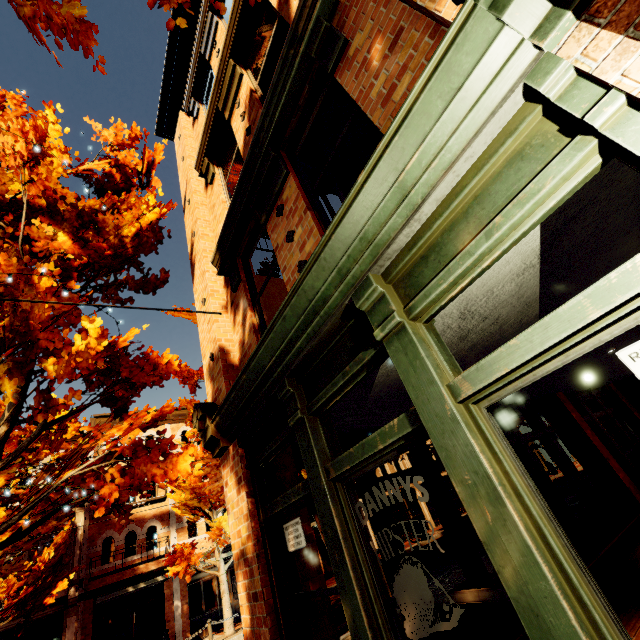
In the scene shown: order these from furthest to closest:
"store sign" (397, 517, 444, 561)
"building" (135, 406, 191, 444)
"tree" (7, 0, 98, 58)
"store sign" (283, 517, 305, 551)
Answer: "building" (135, 406, 191, 444), "store sign" (283, 517, 305, 551), "tree" (7, 0, 98, 58), "store sign" (397, 517, 444, 561)

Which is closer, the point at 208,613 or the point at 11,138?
the point at 11,138

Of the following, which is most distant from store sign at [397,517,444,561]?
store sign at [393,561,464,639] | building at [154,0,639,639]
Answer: store sign at [393,561,464,639]

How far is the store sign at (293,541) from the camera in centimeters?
333cm

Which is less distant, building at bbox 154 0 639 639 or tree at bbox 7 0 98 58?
building at bbox 154 0 639 639

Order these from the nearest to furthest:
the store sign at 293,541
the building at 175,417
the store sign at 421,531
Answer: the store sign at 421,531 → the store sign at 293,541 → the building at 175,417

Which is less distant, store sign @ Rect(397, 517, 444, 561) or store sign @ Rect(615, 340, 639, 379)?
store sign @ Rect(615, 340, 639, 379)

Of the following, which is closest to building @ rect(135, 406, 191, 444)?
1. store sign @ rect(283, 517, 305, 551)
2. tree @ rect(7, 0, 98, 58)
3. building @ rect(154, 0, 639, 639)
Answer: tree @ rect(7, 0, 98, 58)
